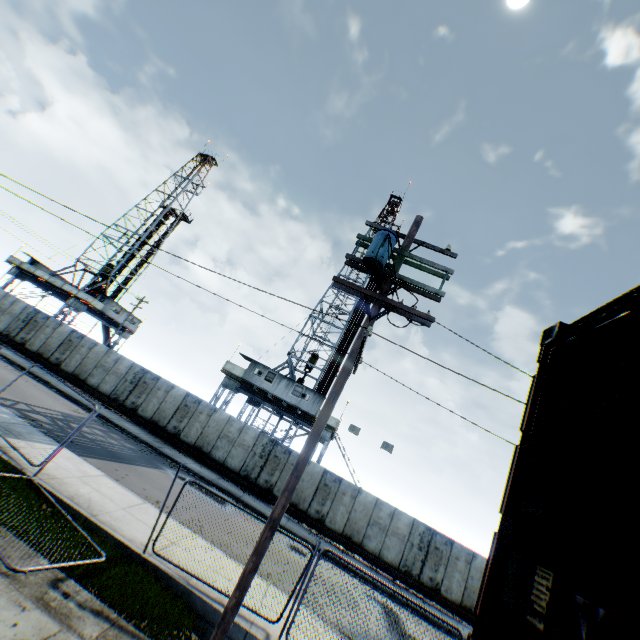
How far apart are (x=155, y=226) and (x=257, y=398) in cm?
3718

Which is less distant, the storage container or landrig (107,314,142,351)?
the storage container

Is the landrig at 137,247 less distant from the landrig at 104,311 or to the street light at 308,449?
the landrig at 104,311

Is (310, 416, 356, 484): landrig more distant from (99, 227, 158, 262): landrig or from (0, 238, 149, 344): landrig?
(99, 227, 158, 262): landrig

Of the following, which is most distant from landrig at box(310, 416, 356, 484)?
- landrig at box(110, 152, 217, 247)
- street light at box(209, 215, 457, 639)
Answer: landrig at box(110, 152, 217, 247)

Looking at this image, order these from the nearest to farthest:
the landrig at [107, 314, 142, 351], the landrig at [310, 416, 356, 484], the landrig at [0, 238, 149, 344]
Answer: the landrig at [310, 416, 356, 484] < the landrig at [0, 238, 149, 344] < the landrig at [107, 314, 142, 351]

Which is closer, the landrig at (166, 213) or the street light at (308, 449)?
the street light at (308, 449)

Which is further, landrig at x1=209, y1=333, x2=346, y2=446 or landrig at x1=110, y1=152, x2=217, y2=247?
landrig at x1=110, y1=152, x2=217, y2=247
